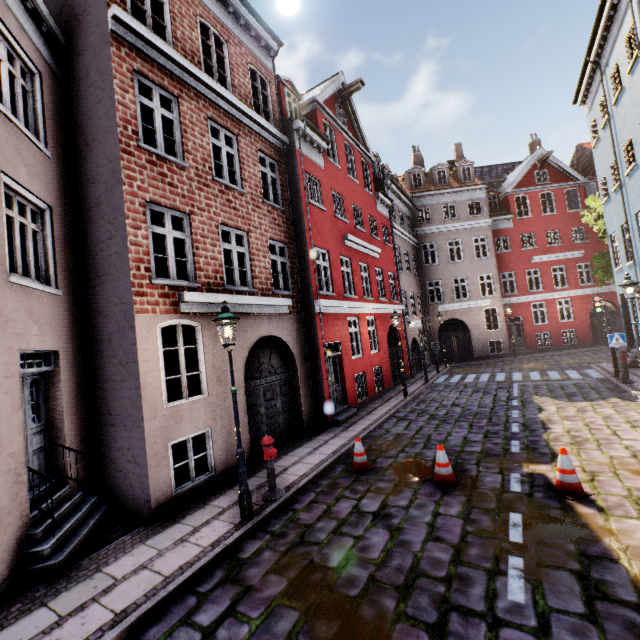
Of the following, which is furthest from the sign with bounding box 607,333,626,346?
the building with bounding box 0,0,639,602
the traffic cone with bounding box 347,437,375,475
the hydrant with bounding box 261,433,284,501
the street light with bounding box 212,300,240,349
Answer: the street light with bounding box 212,300,240,349

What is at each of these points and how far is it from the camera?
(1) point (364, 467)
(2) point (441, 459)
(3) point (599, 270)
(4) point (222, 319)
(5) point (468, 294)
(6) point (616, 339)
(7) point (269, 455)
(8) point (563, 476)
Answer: (1) traffic cone, 7.4 meters
(2) traffic cone, 6.4 meters
(3) tree, 19.0 meters
(4) street light, 5.8 meters
(5) building, 25.0 meters
(6) sign, 12.1 meters
(7) hydrant, 6.5 meters
(8) traffic cone, 5.6 meters

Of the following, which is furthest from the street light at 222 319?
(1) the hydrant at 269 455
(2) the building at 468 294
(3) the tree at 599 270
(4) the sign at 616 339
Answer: (3) the tree at 599 270

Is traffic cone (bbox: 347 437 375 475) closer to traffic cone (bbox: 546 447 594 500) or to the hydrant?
the hydrant

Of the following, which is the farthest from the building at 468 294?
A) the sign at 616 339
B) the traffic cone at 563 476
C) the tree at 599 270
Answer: the traffic cone at 563 476

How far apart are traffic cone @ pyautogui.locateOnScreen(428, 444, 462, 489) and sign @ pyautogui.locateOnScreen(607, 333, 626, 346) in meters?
10.1

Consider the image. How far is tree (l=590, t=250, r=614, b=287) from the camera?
18.1m

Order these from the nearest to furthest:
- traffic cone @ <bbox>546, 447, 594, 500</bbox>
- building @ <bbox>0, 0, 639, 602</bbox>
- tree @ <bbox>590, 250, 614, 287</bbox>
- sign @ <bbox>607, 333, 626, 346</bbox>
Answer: traffic cone @ <bbox>546, 447, 594, 500</bbox> → building @ <bbox>0, 0, 639, 602</bbox> → sign @ <bbox>607, 333, 626, 346</bbox> → tree @ <bbox>590, 250, 614, 287</bbox>
